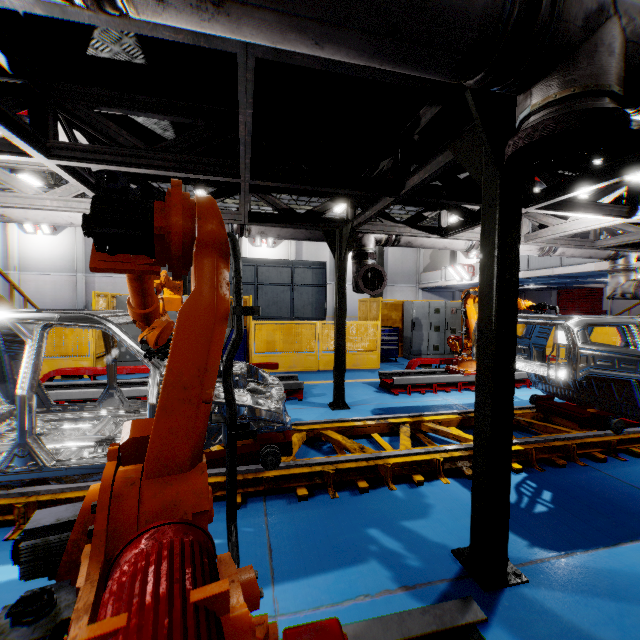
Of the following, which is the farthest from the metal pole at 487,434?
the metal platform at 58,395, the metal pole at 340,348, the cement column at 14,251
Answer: the cement column at 14,251

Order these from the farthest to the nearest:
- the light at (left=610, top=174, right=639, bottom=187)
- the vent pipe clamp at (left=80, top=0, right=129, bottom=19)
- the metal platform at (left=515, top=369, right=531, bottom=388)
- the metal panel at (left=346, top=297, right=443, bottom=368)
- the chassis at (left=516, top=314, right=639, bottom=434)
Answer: the metal panel at (left=346, top=297, right=443, bottom=368), the metal platform at (left=515, top=369, right=531, bottom=388), the light at (left=610, top=174, right=639, bottom=187), the chassis at (left=516, top=314, right=639, bottom=434), the vent pipe clamp at (left=80, top=0, right=129, bottom=19)

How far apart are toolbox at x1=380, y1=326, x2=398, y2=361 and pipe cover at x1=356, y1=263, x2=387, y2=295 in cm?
523

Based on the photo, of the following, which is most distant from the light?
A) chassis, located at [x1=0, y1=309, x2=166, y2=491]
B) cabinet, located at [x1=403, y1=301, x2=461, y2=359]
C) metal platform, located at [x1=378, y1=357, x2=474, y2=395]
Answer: cabinet, located at [x1=403, y1=301, x2=461, y2=359]

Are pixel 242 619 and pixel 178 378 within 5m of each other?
yes

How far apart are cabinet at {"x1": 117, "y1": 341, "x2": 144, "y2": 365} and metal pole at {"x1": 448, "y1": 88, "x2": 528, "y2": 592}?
8.8 meters

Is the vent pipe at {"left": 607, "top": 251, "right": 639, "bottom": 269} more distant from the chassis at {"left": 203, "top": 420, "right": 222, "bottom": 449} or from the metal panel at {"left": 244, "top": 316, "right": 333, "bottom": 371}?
the metal panel at {"left": 244, "top": 316, "right": 333, "bottom": 371}

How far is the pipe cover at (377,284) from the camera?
6.00m
